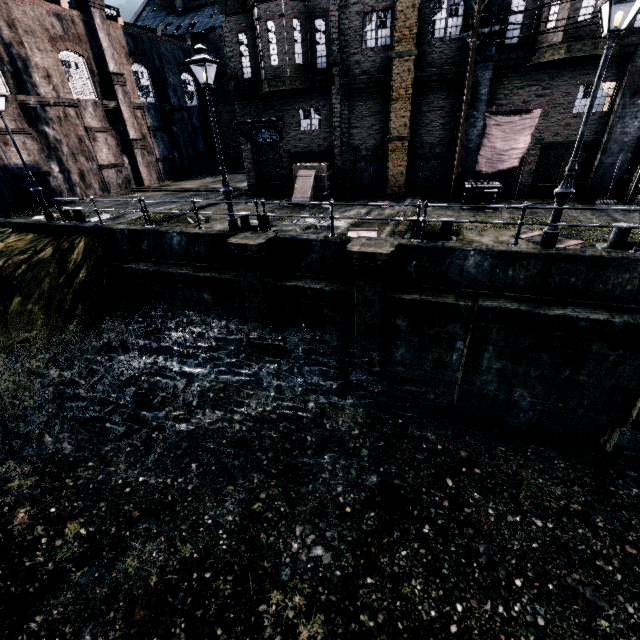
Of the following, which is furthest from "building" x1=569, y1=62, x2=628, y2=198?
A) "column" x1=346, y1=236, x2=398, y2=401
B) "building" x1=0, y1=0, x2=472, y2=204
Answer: "column" x1=346, y1=236, x2=398, y2=401

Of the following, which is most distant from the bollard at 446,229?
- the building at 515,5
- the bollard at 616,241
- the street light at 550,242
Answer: the building at 515,5

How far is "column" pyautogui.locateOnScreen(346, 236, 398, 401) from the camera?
10.2 meters

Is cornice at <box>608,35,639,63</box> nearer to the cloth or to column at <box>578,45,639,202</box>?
column at <box>578,45,639,202</box>

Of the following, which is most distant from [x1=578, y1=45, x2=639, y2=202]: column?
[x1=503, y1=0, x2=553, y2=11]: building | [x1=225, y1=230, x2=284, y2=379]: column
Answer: [x1=225, y1=230, x2=284, y2=379]: column

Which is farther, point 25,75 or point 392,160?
point 25,75

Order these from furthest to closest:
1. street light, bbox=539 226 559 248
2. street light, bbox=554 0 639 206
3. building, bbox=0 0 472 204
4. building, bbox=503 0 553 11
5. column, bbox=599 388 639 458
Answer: building, bbox=0 0 472 204, building, bbox=503 0 553 11, column, bbox=599 388 639 458, street light, bbox=539 226 559 248, street light, bbox=554 0 639 206

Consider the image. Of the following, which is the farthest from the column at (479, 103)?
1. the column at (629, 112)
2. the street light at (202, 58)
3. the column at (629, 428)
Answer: the street light at (202, 58)
